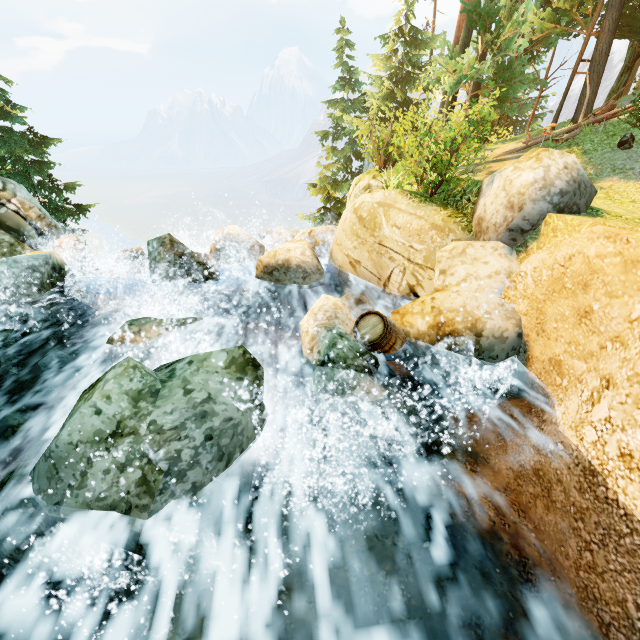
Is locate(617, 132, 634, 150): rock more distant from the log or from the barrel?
the barrel

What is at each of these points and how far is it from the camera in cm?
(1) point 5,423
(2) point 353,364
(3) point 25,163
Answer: (1) rock, 550
(2) rock, 486
(3) tree, 1603

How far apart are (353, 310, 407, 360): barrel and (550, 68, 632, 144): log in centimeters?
1310cm

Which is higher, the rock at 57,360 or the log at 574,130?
the log at 574,130

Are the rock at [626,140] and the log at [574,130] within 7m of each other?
yes

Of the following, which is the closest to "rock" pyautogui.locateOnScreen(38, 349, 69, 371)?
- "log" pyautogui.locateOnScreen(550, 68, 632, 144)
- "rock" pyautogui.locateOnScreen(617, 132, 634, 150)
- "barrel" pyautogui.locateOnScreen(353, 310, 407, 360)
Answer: "barrel" pyautogui.locateOnScreen(353, 310, 407, 360)

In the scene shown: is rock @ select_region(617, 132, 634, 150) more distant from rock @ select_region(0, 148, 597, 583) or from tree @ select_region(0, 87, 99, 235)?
rock @ select_region(0, 148, 597, 583)

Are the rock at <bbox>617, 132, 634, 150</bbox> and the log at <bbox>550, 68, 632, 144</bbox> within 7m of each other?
yes
